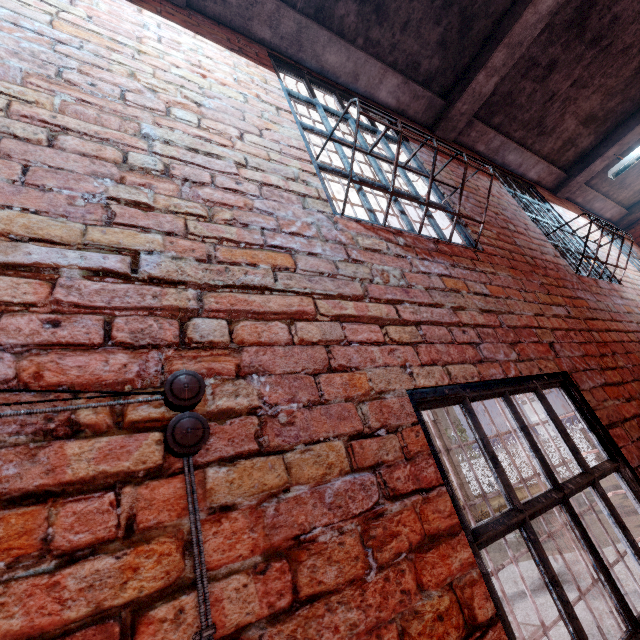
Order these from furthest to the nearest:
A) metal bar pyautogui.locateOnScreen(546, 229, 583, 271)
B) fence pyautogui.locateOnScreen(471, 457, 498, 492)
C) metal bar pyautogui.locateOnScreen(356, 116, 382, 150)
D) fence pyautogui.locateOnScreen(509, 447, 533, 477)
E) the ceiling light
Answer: fence pyautogui.locateOnScreen(471, 457, 498, 492) → fence pyautogui.locateOnScreen(509, 447, 533, 477) → the ceiling light → metal bar pyautogui.locateOnScreen(546, 229, 583, 271) → metal bar pyautogui.locateOnScreen(356, 116, 382, 150)

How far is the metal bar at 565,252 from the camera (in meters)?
3.65

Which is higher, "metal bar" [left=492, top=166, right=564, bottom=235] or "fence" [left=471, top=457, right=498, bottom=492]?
"metal bar" [left=492, top=166, right=564, bottom=235]

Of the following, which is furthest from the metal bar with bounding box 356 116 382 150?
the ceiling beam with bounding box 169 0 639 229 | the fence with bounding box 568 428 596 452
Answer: the fence with bounding box 568 428 596 452

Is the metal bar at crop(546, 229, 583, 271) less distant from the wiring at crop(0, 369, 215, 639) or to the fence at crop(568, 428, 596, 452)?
the wiring at crop(0, 369, 215, 639)

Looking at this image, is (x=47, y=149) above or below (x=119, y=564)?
above

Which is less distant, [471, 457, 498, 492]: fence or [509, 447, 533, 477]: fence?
[509, 447, 533, 477]: fence

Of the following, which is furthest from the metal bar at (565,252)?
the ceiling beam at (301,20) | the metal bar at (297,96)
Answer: the metal bar at (297,96)
